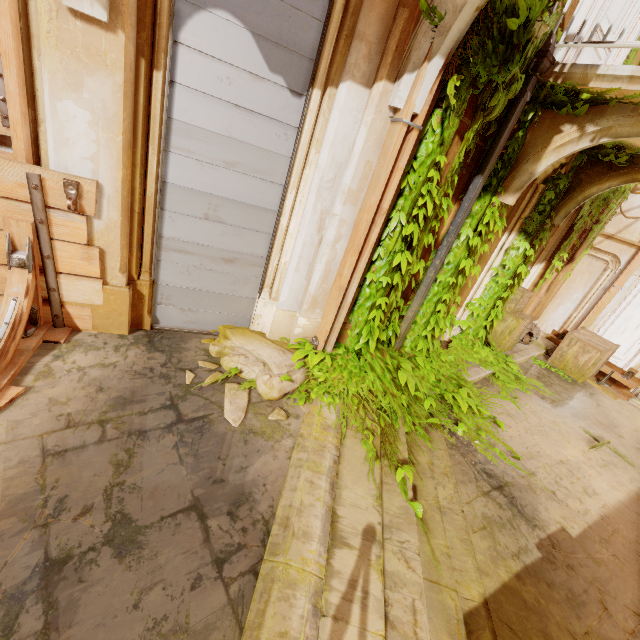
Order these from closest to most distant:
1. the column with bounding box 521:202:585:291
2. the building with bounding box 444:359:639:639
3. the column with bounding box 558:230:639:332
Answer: the building with bounding box 444:359:639:639, the column with bounding box 521:202:585:291, the column with bounding box 558:230:639:332

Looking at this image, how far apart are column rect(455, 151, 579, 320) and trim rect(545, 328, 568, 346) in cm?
421

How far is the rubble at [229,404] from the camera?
3.0 meters

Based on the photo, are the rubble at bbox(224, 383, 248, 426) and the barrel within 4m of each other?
no

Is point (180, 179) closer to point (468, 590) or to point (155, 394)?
point (155, 394)

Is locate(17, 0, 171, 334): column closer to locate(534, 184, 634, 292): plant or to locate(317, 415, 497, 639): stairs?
locate(534, 184, 634, 292): plant

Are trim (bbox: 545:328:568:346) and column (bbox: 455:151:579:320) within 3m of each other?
no

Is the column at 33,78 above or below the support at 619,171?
below
